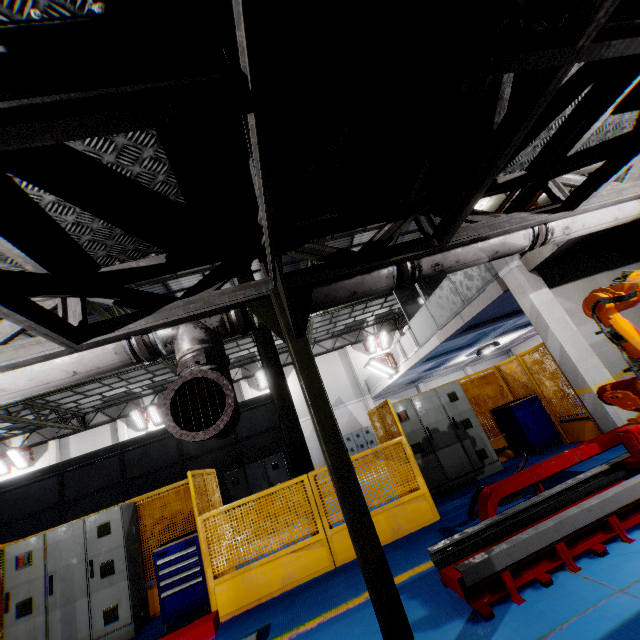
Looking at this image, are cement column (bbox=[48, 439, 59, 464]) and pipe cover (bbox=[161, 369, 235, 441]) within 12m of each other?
no

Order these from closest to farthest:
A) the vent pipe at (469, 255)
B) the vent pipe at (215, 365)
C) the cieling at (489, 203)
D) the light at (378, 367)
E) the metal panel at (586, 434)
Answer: the vent pipe at (215, 365)
the vent pipe at (469, 255)
the metal panel at (586, 434)
the cieling at (489, 203)
the light at (378, 367)

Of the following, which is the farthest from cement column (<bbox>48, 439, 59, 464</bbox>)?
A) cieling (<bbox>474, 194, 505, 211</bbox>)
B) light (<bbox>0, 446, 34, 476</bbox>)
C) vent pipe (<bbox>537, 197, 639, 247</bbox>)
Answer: cieling (<bbox>474, 194, 505, 211</bbox>)

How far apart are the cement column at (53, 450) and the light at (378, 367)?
19.8 meters

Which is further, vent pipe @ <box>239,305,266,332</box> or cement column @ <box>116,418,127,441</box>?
cement column @ <box>116,418,127,441</box>

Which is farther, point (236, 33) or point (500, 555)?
point (500, 555)

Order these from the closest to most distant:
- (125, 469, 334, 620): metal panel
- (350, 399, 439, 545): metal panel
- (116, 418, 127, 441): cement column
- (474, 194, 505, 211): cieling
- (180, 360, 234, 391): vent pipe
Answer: (180, 360, 234, 391): vent pipe → (125, 469, 334, 620): metal panel → (350, 399, 439, 545): metal panel → (474, 194, 505, 211): cieling → (116, 418, 127, 441): cement column

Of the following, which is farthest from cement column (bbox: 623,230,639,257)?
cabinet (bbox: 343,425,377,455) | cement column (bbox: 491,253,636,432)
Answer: cabinet (bbox: 343,425,377,455)
